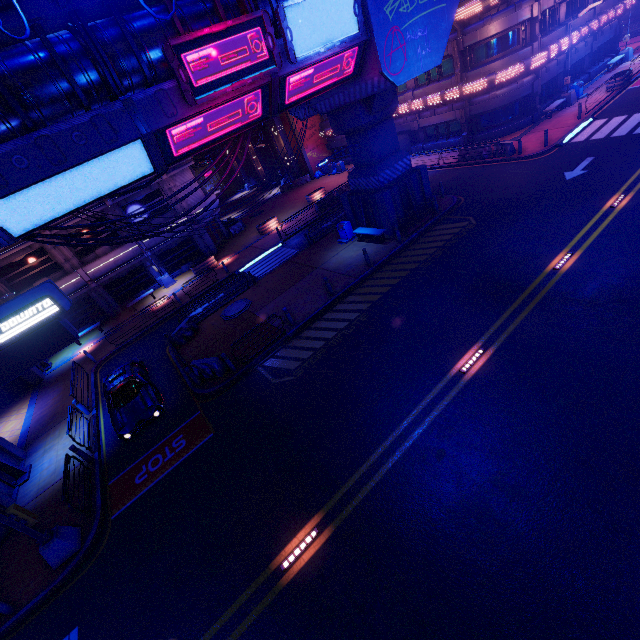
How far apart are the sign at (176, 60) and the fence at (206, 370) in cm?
965

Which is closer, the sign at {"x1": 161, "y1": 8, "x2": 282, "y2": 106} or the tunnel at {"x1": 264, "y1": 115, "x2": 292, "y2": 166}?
the sign at {"x1": 161, "y1": 8, "x2": 282, "y2": 106}

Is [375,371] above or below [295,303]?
below

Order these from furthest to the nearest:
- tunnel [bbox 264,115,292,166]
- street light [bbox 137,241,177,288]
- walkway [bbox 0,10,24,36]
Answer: tunnel [bbox 264,115,292,166] < street light [bbox 137,241,177,288] < walkway [bbox 0,10,24,36]

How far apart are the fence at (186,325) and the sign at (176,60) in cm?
1209

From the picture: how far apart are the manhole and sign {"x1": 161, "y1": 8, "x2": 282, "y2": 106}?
11.1m

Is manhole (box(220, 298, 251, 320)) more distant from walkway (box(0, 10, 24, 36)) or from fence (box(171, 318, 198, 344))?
walkway (box(0, 10, 24, 36))

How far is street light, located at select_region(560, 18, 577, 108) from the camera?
24.39m
